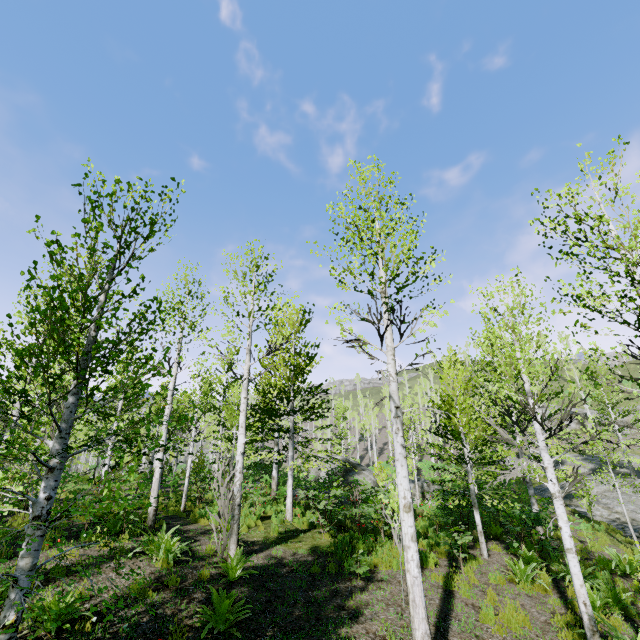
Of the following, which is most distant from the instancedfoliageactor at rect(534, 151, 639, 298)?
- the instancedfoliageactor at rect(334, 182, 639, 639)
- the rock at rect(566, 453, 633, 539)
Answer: the instancedfoliageactor at rect(334, 182, 639, 639)

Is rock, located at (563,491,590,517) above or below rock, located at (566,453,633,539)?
above

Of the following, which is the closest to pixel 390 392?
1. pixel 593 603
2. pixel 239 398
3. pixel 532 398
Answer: pixel 532 398

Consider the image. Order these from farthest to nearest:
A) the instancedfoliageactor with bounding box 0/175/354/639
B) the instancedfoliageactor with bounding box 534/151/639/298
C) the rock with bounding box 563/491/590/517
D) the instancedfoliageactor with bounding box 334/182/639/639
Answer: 1. the rock with bounding box 563/491/590/517
2. the instancedfoliageactor with bounding box 334/182/639/639
3. the instancedfoliageactor with bounding box 534/151/639/298
4. the instancedfoliageactor with bounding box 0/175/354/639

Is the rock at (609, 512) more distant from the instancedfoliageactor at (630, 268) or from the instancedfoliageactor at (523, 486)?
the instancedfoliageactor at (523, 486)

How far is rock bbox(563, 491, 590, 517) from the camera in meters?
19.4 m

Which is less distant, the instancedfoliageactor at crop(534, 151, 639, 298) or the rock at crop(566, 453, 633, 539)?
the instancedfoliageactor at crop(534, 151, 639, 298)
